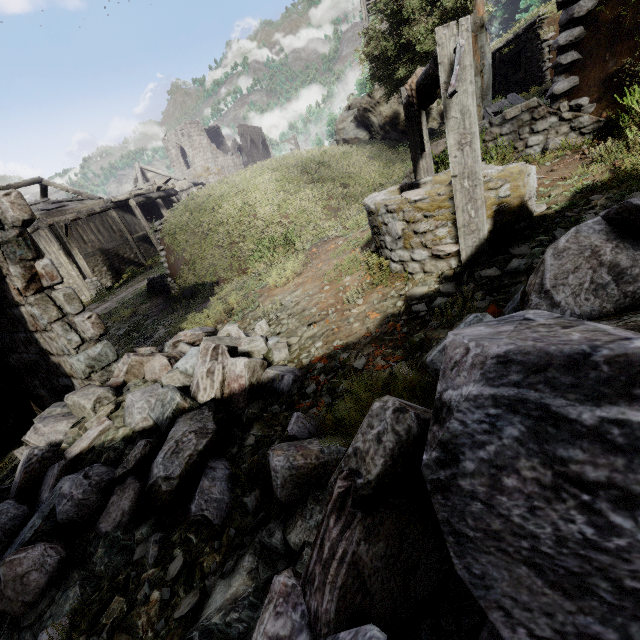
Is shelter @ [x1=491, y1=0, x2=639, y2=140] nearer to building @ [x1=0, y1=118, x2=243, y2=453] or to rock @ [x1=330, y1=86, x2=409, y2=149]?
building @ [x1=0, y1=118, x2=243, y2=453]

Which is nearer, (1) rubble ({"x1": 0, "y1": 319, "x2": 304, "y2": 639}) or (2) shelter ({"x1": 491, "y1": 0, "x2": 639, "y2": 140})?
(1) rubble ({"x1": 0, "y1": 319, "x2": 304, "y2": 639})

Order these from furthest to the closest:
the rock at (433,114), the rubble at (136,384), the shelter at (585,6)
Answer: the rock at (433,114)
the shelter at (585,6)
the rubble at (136,384)

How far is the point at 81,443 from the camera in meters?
3.3

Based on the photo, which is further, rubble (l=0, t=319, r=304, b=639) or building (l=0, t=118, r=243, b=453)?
building (l=0, t=118, r=243, b=453)

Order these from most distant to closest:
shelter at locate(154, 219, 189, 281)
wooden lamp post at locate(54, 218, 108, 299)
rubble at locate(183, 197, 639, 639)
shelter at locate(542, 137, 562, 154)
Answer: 1. wooden lamp post at locate(54, 218, 108, 299)
2. shelter at locate(154, 219, 189, 281)
3. shelter at locate(542, 137, 562, 154)
4. rubble at locate(183, 197, 639, 639)

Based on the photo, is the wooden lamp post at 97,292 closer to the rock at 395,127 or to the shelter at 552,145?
the shelter at 552,145

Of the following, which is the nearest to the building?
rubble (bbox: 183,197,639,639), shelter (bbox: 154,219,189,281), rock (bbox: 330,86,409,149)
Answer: rubble (bbox: 183,197,639,639)
